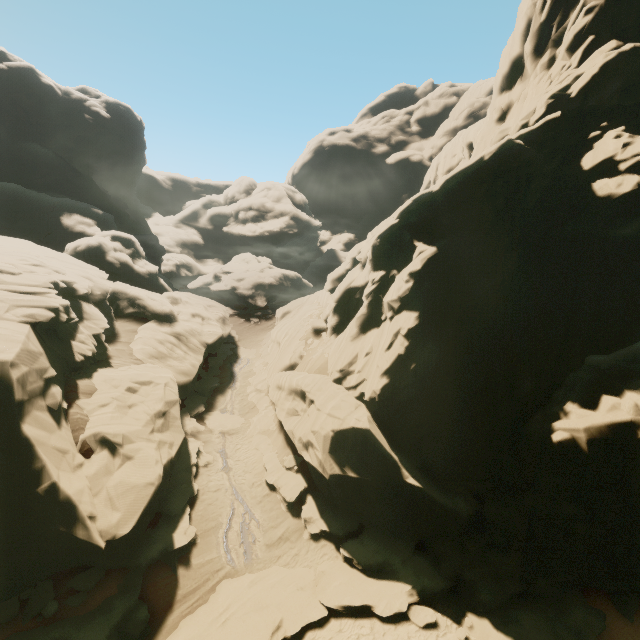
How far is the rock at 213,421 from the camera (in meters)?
23.12

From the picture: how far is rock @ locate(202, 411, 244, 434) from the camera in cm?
2312

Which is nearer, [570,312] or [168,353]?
[570,312]

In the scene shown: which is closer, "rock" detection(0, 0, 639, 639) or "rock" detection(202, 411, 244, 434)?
"rock" detection(0, 0, 639, 639)

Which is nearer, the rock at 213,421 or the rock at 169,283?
the rock at 169,283
